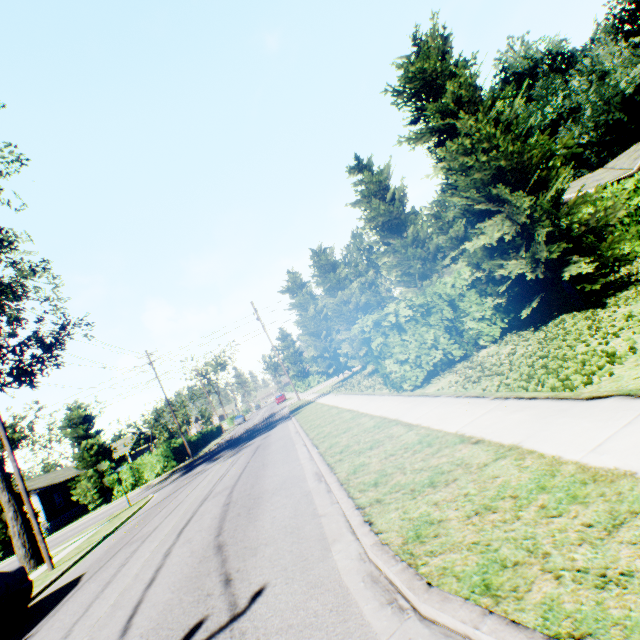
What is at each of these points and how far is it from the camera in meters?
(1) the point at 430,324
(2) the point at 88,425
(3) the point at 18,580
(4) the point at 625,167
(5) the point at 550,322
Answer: (1) hedge, 12.1 m
(2) tree, 32.6 m
(3) car, 7.8 m
(4) house, 27.0 m
(5) plant, 9.2 m

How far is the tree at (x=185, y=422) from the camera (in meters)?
54.02

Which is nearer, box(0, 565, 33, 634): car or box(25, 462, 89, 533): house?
box(0, 565, 33, 634): car

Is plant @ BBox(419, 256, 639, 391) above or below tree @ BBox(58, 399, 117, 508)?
below

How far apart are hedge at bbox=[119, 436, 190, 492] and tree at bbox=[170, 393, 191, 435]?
23.1 meters

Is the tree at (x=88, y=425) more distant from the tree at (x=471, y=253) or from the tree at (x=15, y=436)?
the tree at (x=471, y=253)

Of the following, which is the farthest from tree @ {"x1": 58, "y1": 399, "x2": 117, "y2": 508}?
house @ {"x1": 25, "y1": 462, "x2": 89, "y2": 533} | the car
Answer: the car

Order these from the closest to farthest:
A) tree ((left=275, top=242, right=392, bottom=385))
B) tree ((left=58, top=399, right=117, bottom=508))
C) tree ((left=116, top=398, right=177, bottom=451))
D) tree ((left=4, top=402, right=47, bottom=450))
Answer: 1. tree ((left=275, top=242, right=392, bottom=385))
2. tree ((left=58, top=399, right=117, bottom=508))
3. tree ((left=116, top=398, right=177, bottom=451))
4. tree ((left=4, top=402, right=47, bottom=450))
